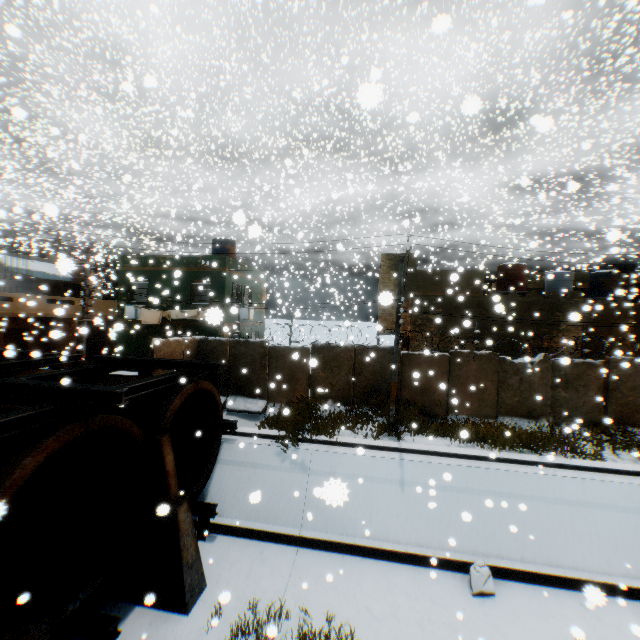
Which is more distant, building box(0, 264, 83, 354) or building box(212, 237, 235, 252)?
building box(212, 237, 235, 252)

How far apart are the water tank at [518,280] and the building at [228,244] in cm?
1801

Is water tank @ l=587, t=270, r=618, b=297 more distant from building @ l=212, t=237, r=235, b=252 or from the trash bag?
building @ l=212, t=237, r=235, b=252

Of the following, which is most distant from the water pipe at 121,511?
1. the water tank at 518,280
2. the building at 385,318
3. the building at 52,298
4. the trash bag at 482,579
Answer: the water tank at 518,280

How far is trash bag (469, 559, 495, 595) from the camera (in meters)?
8.44

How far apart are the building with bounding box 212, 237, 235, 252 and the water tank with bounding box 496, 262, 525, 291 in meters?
18.0

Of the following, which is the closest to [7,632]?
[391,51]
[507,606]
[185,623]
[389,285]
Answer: [185,623]

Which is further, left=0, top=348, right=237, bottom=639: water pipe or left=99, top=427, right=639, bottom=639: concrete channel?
left=99, top=427, right=639, bottom=639: concrete channel
